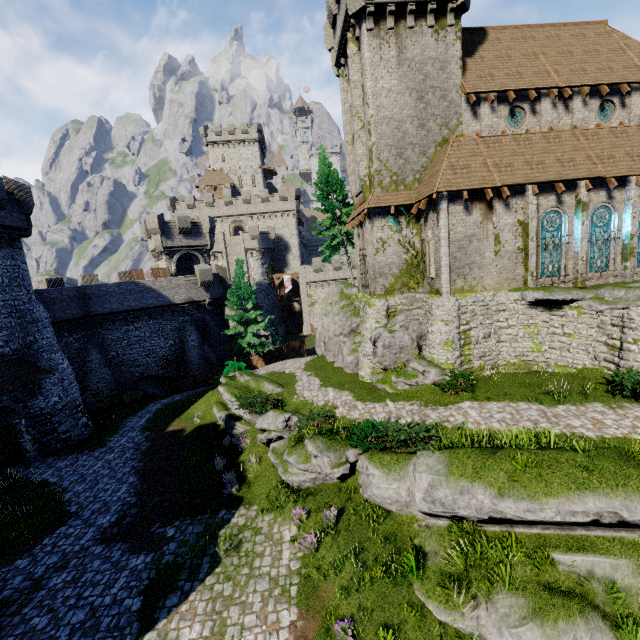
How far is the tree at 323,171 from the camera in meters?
29.1

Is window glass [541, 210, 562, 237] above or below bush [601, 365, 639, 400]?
above

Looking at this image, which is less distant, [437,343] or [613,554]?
[613,554]

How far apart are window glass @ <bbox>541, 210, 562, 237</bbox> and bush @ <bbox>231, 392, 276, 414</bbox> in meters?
16.7

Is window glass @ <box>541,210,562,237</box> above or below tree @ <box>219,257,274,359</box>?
above

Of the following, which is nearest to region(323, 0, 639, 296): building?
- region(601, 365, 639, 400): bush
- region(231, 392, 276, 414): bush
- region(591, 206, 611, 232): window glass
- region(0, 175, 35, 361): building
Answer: region(591, 206, 611, 232): window glass

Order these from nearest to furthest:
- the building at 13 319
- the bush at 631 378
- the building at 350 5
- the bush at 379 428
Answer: the bush at 379 428 → the bush at 631 378 → the building at 350 5 → the building at 13 319

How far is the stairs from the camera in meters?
54.2
